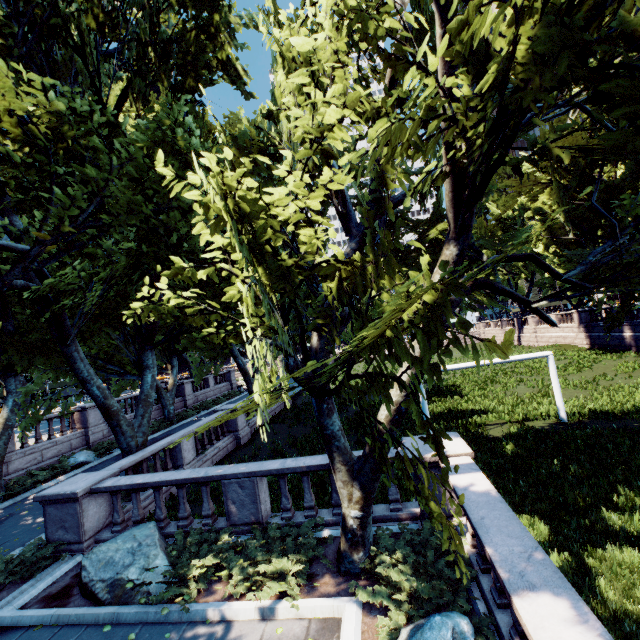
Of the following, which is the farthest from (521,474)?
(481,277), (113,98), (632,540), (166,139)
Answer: (113,98)

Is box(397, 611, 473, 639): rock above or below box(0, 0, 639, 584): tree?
below

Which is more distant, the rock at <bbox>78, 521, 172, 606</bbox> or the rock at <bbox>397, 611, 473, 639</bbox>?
the rock at <bbox>78, 521, 172, 606</bbox>

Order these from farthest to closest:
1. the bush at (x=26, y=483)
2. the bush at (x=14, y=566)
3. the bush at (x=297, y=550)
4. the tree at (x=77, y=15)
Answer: the bush at (x=26, y=483), the bush at (x=14, y=566), the bush at (x=297, y=550), the tree at (x=77, y=15)

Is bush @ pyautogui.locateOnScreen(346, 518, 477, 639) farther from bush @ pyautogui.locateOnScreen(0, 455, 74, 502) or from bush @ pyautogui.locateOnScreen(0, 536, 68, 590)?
bush @ pyautogui.locateOnScreen(0, 455, 74, 502)

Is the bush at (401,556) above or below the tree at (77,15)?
below

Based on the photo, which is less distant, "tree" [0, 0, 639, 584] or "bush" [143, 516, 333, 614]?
"tree" [0, 0, 639, 584]

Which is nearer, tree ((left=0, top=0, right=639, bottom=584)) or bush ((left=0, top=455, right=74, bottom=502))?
tree ((left=0, top=0, right=639, bottom=584))
